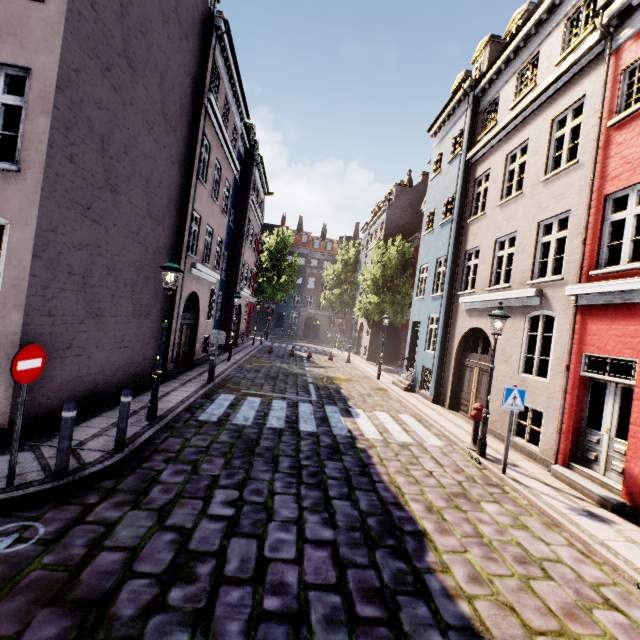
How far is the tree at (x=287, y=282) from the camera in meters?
37.0 m

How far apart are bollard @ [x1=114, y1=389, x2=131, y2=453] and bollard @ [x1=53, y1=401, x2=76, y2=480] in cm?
89

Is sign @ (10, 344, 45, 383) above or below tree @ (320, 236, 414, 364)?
below

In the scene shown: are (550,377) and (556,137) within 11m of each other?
yes

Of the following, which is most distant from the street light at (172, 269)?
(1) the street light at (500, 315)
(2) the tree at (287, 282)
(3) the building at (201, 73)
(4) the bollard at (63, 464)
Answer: (2) the tree at (287, 282)

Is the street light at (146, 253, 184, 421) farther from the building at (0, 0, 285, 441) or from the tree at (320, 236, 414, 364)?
the tree at (320, 236, 414, 364)

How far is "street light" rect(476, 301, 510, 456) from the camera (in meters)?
7.94

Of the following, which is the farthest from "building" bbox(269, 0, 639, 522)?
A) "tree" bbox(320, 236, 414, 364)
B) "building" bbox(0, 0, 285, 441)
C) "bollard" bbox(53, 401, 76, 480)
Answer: "building" bbox(0, 0, 285, 441)
